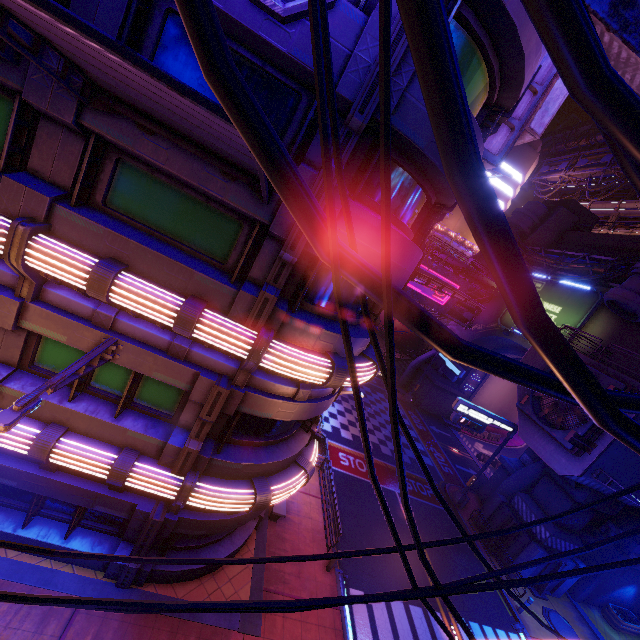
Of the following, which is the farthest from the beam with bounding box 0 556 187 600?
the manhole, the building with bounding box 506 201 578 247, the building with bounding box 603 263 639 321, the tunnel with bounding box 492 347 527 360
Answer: the building with bounding box 506 201 578 247

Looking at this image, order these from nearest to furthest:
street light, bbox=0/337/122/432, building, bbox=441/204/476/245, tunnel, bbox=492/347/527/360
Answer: street light, bbox=0/337/122/432 → tunnel, bbox=492/347/527/360 → building, bbox=441/204/476/245

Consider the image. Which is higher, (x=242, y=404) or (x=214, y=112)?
(x=214, y=112)

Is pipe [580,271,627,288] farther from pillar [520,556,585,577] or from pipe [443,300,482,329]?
pillar [520,556,585,577]

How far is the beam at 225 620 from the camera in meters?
9.9

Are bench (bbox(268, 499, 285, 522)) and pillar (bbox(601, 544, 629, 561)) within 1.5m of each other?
no

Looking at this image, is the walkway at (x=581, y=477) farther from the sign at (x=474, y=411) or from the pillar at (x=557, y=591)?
the sign at (x=474, y=411)

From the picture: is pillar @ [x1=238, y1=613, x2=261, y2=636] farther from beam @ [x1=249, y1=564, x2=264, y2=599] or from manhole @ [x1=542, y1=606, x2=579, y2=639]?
manhole @ [x1=542, y1=606, x2=579, y2=639]
